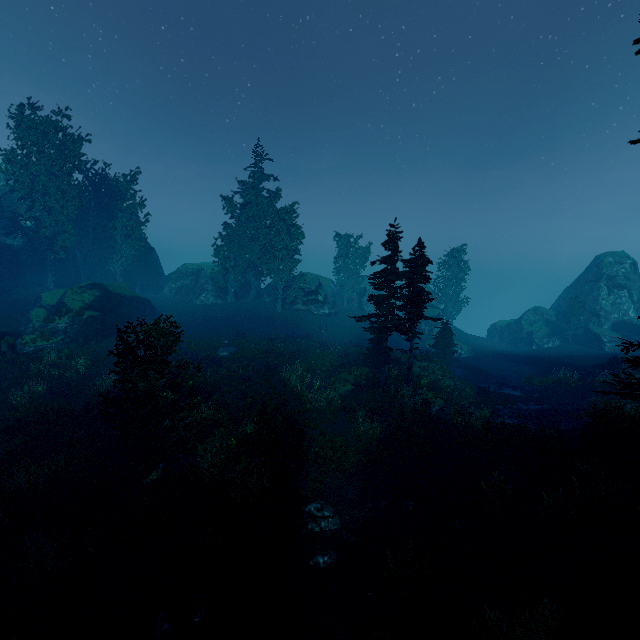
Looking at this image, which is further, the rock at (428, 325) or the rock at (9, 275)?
the rock at (428, 325)

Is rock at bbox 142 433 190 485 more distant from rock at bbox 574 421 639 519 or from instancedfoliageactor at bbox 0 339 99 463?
rock at bbox 574 421 639 519

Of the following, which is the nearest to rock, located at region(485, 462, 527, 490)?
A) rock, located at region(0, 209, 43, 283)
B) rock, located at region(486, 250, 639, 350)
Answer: rock, located at region(0, 209, 43, 283)

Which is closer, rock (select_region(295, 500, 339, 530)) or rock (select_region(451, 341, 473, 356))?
rock (select_region(295, 500, 339, 530))

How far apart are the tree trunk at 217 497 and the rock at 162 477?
1.7m

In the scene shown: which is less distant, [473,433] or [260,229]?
[473,433]

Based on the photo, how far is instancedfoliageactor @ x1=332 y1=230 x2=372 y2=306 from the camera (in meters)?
50.44

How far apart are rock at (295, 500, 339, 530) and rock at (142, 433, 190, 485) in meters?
4.8
